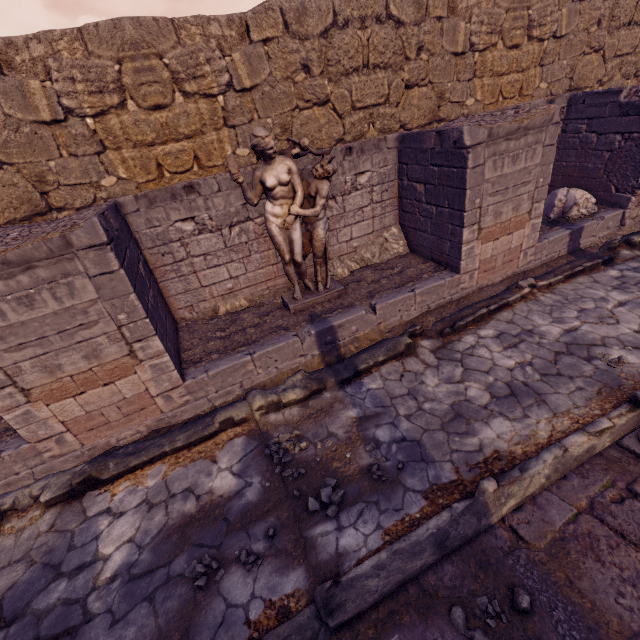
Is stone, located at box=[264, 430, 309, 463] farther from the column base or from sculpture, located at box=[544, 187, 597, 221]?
sculpture, located at box=[544, 187, 597, 221]

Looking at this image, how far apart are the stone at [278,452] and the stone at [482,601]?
2.0 meters

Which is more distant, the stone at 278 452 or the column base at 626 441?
the stone at 278 452

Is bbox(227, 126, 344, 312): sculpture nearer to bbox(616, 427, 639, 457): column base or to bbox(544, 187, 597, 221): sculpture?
bbox(616, 427, 639, 457): column base

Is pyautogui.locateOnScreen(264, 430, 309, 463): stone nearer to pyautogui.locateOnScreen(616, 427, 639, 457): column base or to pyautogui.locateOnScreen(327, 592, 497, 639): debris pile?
pyautogui.locateOnScreen(327, 592, 497, 639): debris pile

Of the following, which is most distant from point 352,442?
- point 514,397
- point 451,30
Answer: point 451,30

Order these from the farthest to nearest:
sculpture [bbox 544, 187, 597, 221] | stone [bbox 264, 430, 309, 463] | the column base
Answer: sculpture [bbox 544, 187, 597, 221] → stone [bbox 264, 430, 309, 463] → the column base

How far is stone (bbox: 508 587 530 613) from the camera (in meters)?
2.32
